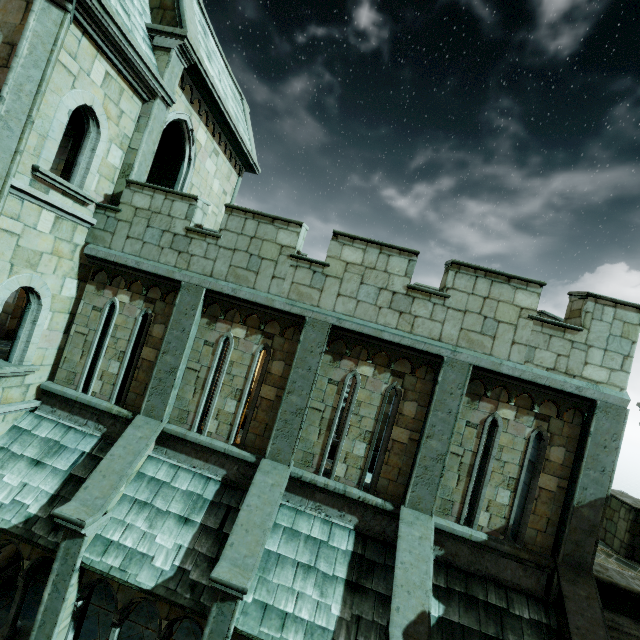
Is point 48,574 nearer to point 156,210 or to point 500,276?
point 156,210
